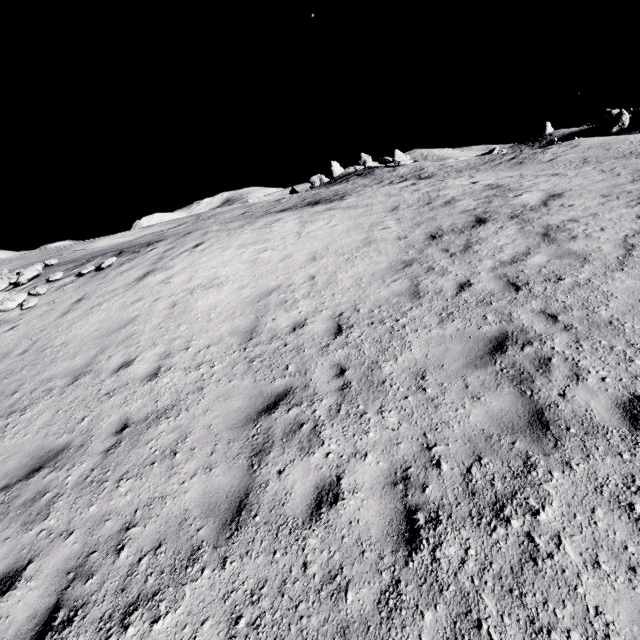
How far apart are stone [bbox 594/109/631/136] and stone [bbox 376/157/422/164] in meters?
35.3

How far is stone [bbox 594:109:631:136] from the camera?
47.4 meters

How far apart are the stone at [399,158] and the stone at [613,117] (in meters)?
35.32

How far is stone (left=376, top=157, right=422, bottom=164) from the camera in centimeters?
3744cm

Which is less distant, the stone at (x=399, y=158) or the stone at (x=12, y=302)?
the stone at (x=12, y=302)

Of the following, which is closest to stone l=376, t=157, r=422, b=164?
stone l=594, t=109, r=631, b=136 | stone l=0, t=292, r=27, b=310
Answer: stone l=594, t=109, r=631, b=136

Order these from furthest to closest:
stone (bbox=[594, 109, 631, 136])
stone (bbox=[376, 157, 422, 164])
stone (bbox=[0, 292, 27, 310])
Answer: stone (bbox=[594, 109, 631, 136])
stone (bbox=[376, 157, 422, 164])
stone (bbox=[0, 292, 27, 310])

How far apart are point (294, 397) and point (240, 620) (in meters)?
2.96
